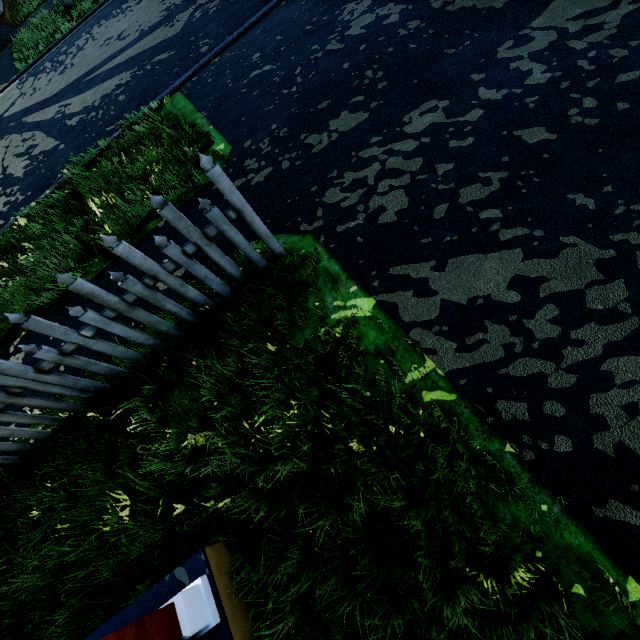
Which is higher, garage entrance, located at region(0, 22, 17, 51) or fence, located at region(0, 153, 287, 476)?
fence, located at region(0, 153, 287, 476)

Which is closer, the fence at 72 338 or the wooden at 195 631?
the wooden at 195 631

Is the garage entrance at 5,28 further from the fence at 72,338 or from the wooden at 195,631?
the wooden at 195,631

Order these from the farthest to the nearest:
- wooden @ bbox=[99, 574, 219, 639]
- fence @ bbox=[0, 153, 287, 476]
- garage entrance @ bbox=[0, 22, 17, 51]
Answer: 1. garage entrance @ bbox=[0, 22, 17, 51]
2. fence @ bbox=[0, 153, 287, 476]
3. wooden @ bbox=[99, 574, 219, 639]

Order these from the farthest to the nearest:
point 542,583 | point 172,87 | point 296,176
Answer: point 172,87
point 296,176
point 542,583

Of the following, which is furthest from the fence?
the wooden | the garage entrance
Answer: the wooden
